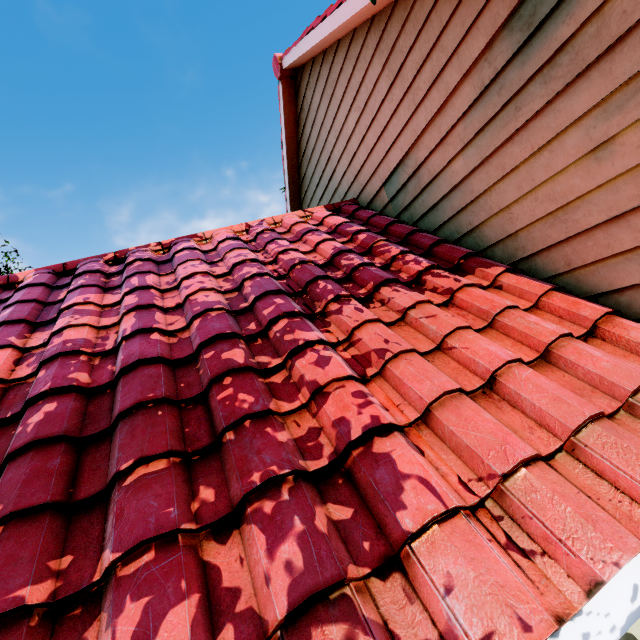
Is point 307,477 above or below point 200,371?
below
